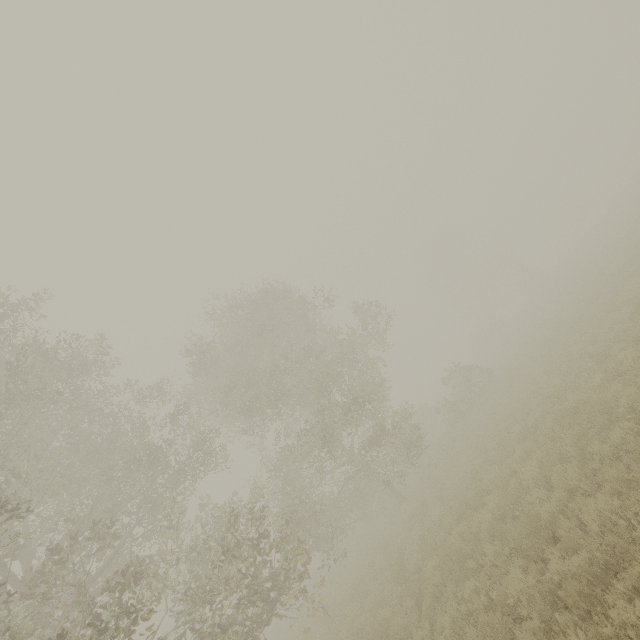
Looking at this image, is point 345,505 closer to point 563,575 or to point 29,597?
point 29,597
